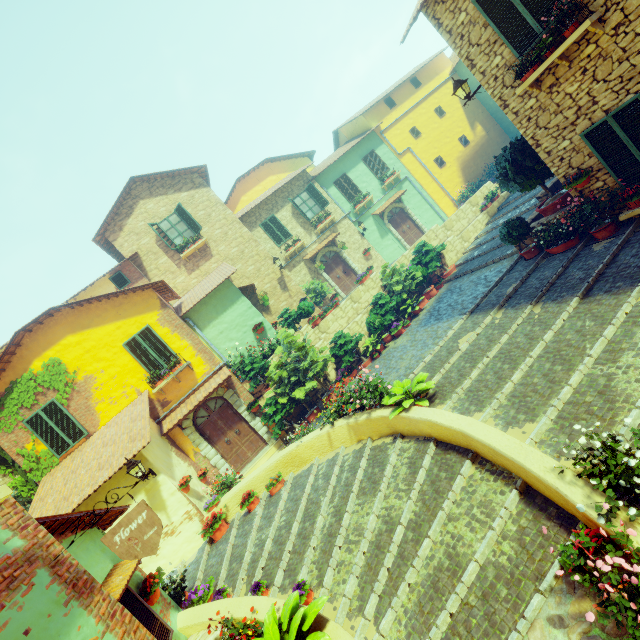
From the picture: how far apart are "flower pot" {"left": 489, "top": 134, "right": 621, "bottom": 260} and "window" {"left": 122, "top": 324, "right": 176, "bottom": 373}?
12.1 meters

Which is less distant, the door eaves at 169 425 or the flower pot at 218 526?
the flower pot at 218 526

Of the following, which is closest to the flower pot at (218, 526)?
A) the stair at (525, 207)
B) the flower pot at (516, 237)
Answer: the stair at (525, 207)

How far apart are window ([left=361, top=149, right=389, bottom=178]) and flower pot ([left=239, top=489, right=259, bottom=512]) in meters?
18.6

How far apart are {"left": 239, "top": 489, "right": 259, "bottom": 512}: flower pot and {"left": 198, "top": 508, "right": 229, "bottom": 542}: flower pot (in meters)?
0.44

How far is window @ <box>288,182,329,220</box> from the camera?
18.7 meters

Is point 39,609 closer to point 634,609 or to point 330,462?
point 634,609

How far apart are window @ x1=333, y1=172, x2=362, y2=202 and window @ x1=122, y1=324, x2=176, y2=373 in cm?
1366
